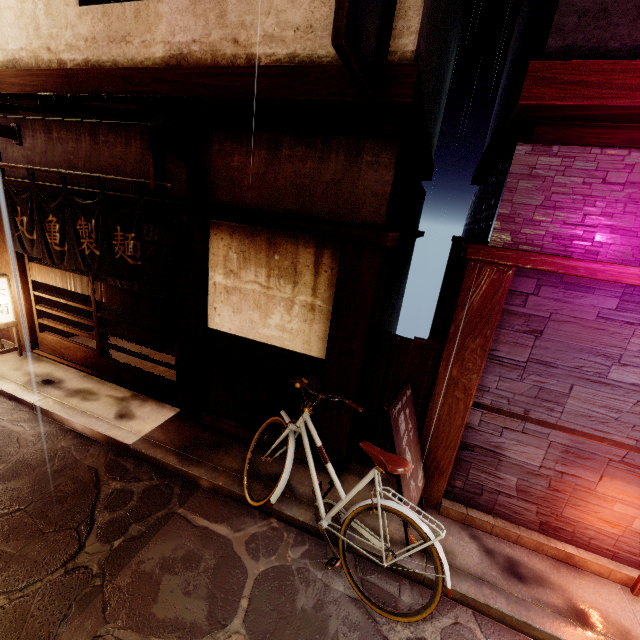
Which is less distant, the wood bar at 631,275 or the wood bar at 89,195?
the wood bar at 631,275

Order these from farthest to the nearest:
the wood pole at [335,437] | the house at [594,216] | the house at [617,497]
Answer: the wood pole at [335,437]
the house at [617,497]
the house at [594,216]

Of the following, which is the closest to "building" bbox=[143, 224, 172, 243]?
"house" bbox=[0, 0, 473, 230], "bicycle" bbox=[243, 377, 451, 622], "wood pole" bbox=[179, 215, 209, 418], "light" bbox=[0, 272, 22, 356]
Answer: "house" bbox=[0, 0, 473, 230]

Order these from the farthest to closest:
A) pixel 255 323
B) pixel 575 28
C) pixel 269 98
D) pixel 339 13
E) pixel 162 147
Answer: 1. pixel 255 323
2. pixel 162 147
3. pixel 269 98
4. pixel 575 28
5. pixel 339 13

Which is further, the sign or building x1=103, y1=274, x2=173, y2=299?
building x1=103, y1=274, x2=173, y2=299

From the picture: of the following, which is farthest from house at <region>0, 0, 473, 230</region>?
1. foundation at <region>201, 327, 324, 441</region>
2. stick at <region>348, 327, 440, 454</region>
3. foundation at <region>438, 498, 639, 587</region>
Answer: foundation at <region>438, 498, 639, 587</region>

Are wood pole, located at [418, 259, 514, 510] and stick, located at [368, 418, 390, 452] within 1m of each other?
yes

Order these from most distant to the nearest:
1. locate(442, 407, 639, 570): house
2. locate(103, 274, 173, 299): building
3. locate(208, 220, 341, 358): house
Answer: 1. locate(103, 274, 173, 299): building
2. locate(208, 220, 341, 358): house
3. locate(442, 407, 639, 570): house
